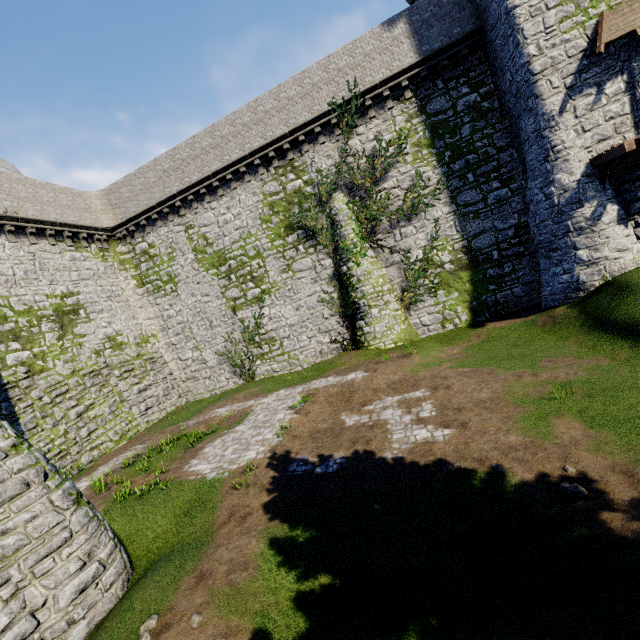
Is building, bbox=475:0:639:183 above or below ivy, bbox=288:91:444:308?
A: above

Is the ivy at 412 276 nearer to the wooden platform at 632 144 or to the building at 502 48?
the building at 502 48

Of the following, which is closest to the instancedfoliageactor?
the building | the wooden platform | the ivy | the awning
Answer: the ivy

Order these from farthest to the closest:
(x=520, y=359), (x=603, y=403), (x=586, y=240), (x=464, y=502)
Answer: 1. (x=586, y=240)
2. (x=520, y=359)
3. (x=603, y=403)
4. (x=464, y=502)

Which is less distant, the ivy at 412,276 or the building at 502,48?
the building at 502,48

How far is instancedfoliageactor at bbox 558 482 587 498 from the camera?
5.6 meters

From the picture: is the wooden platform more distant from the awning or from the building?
the awning

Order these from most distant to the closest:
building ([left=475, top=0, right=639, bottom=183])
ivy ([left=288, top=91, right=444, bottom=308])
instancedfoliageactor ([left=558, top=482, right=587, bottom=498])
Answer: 1. ivy ([left=288, top=91, right=444, bottom=308])
2. building ([left=475, top=0, right=639, bottom=183])
3. instancedfoliageactor ([left=558, top=482, right=587, bottom=498])
